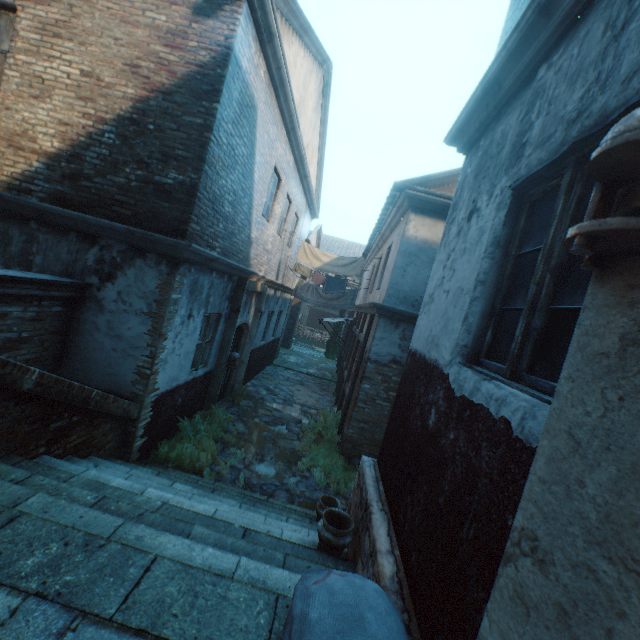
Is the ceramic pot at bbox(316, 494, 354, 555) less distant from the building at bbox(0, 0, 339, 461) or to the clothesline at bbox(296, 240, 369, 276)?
the building at bbox(0, 0, 339, 461)

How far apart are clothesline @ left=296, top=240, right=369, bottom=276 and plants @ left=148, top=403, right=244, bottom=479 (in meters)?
5.56

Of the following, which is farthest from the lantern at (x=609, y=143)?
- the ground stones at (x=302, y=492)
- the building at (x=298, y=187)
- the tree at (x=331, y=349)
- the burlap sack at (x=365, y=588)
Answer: the tree at (x=331, y=349)

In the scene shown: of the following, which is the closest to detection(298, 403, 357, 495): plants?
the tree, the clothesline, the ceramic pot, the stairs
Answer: the stairs

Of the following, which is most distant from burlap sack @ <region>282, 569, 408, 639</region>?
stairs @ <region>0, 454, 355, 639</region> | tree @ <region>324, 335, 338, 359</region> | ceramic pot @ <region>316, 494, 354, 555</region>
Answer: tree @ <region>324, 335, 338, 359</region>

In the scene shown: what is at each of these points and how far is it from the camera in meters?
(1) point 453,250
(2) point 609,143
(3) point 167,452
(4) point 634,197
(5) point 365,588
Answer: (1) building, 3.1
(2) lantern, 0.8
(3) plants, 5.9
(4) building, 0.9
(5) burlap sack, 1.6

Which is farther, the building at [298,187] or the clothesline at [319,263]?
the clothesline at [319,263]

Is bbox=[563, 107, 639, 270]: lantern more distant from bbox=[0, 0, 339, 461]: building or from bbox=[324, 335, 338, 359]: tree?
bbox=[324, 335, 338, 359]: tree
